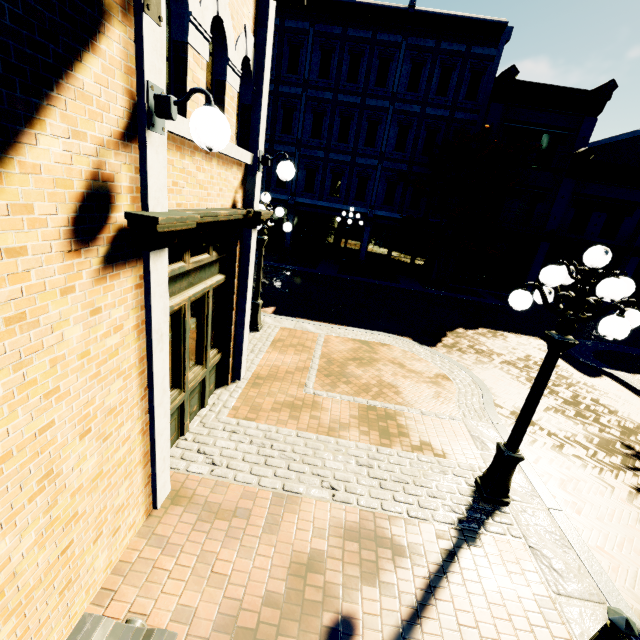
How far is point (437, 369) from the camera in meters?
8.9

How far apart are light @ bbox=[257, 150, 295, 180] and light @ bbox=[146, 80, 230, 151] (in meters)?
2.73

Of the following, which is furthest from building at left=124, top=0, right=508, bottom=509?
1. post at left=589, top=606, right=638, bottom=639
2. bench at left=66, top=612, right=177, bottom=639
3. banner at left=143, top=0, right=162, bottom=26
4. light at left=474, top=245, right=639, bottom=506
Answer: post at left=589, top=606, right=638, bottom=639

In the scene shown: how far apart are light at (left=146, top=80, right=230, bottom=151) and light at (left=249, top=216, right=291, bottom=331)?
5.0 meters

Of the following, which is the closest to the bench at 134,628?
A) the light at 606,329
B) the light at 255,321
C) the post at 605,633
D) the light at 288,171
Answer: the post at 605,633

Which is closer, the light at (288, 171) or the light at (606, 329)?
the light at (606, 329)

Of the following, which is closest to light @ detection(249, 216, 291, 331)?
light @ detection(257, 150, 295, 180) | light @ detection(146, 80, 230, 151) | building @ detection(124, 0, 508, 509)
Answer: building @ detection(124, 0, 508, 509)

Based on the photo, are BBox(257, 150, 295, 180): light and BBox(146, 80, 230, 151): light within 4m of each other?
yes
